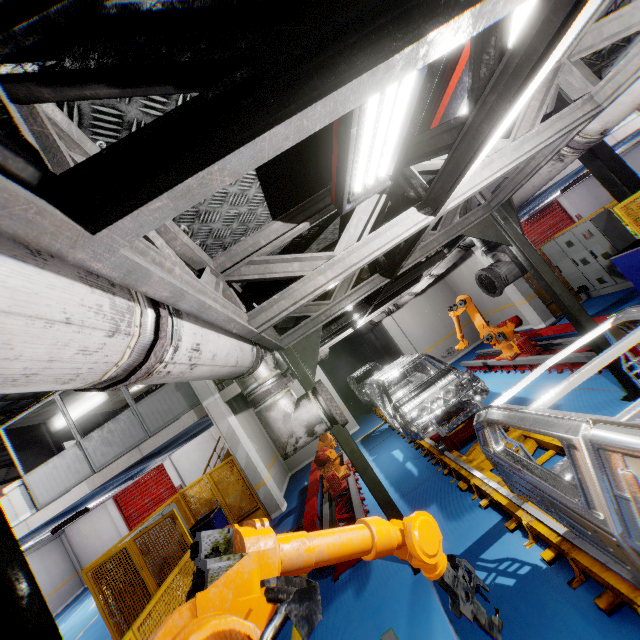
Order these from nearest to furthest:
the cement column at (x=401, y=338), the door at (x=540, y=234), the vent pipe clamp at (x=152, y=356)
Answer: the vent pipe clamp at (x=152, y=356)
the cement column at (x=401, y=338)
the door at (x=540, y=234)

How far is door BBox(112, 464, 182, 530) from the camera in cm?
2108

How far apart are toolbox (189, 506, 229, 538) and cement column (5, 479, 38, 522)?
5.2m

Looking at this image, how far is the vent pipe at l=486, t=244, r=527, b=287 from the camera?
5.7m

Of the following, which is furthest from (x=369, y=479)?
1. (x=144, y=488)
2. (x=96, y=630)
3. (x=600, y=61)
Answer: (x=600, y=61)

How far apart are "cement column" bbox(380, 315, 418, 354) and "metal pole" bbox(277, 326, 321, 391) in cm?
988

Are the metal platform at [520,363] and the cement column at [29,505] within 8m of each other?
no

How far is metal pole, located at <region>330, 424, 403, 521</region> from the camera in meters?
4.3 m
